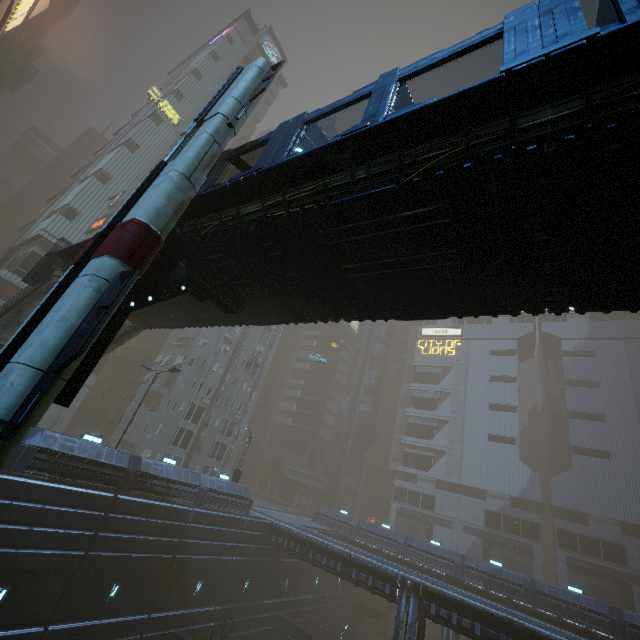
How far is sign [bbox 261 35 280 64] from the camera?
56.0m

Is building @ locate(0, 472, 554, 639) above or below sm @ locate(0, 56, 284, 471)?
below

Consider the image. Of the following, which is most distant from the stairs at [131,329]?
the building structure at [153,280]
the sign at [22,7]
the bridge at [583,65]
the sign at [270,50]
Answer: the sign at [270,50]

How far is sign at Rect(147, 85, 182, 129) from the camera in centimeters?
4178cm

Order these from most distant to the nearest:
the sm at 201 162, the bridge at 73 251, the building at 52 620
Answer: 1. the building at 52 620
2. the bridge at 73 251
3. the sm at 201 162

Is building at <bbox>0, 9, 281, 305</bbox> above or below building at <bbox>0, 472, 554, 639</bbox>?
above

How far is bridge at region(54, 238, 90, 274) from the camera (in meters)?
12.77

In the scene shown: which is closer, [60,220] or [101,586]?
[101,586]
